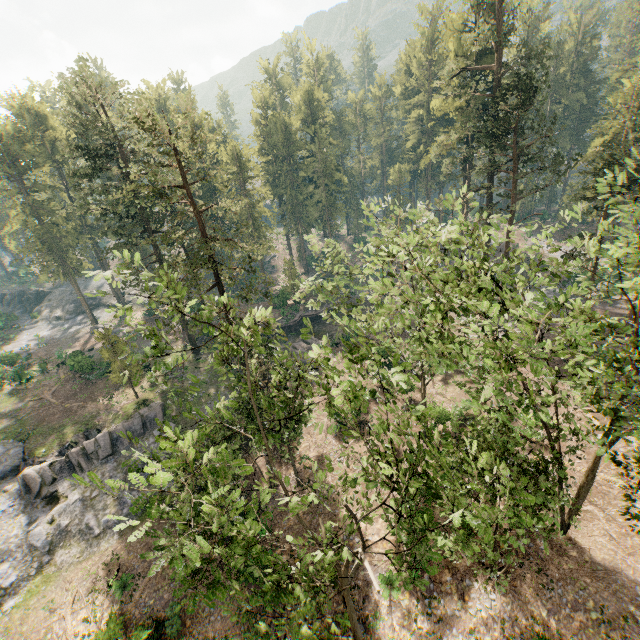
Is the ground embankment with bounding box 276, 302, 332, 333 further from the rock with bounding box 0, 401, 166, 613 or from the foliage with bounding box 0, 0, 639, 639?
the rock with bounding box 0, 401, 166, 613

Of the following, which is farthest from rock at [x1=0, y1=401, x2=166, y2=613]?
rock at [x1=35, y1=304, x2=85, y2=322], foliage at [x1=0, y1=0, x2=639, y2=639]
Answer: rock at [x1=35, y1=304, x2=85, y2=322]

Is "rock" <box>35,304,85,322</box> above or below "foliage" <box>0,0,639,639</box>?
below

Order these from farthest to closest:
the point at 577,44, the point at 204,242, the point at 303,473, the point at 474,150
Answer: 1. the point at 577,44
2. the point at 474,150
3. the point at 303,473
4. the point at 204,242

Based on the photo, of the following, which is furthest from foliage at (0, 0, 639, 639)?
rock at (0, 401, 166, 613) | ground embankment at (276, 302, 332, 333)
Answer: ground embankment at (276, 302, 332, 333)

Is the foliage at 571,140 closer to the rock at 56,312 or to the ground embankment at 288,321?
the rock at 56,312

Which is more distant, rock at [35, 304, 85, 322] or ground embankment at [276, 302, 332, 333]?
rock at [35, 304, 85, 322]
